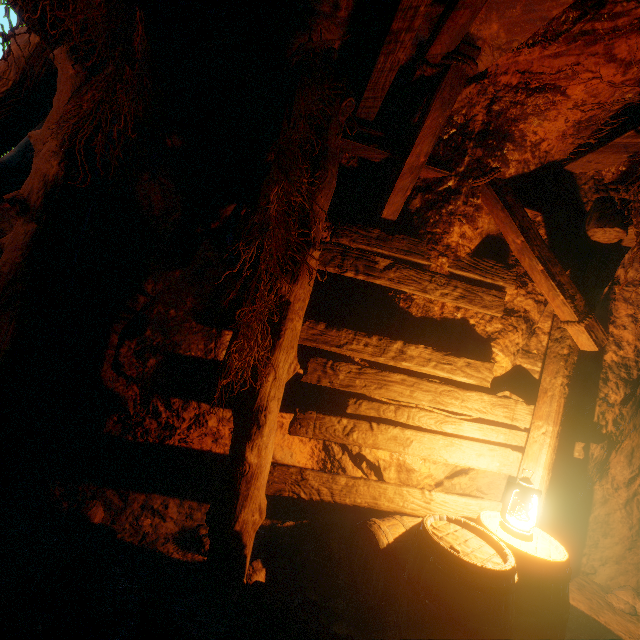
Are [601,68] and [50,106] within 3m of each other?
no

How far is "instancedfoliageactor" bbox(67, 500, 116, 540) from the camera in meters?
2.8 m

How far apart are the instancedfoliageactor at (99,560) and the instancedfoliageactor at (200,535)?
0.69m

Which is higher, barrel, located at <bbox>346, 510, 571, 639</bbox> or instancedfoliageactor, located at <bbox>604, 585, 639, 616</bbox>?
barrel, located at <bbox>346, 510, 571, 639</bbox>

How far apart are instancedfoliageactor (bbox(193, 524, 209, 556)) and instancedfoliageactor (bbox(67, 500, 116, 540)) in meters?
0.7

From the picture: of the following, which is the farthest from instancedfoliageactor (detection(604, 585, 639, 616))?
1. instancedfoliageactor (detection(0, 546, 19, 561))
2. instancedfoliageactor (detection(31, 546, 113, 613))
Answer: instancedfoliageactor (detection(0, 546, 19, 561))

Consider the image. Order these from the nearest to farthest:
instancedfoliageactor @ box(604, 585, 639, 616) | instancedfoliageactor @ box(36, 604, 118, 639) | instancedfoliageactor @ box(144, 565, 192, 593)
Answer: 1. instancedfoliageactor @ box(36, 604, 118, 639)
2. instancedfoliageactor @ box(144, 565, 192, 593)
3. instancedfoliageactor @ box(604, 585, 639, 616)

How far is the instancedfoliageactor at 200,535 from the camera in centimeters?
289cm
